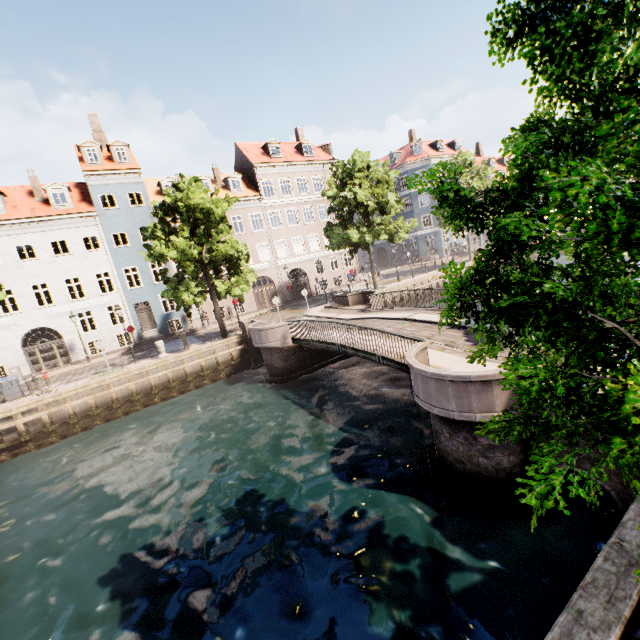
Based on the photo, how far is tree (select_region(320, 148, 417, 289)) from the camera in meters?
24.2

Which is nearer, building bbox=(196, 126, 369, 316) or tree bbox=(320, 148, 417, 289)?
tree bbox=(320, 148, 417, 289)

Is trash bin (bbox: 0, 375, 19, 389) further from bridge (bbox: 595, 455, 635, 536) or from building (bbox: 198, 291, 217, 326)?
building (bbox: 198, 291, 217, 326)

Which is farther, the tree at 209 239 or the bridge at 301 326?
the tree at 209 239

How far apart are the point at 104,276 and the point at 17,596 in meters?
28.8 m

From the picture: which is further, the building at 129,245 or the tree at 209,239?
the building at 129,245

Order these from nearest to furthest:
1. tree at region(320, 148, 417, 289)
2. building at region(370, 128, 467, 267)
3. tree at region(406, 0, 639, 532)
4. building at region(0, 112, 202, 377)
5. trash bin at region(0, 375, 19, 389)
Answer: tree at region(406, 0, 639, 532) → trash bin at region(0, 375, 19, 389) → building at region(0, 112, 202, 377) → tree at region(320, 148, 417, 289) → building at region(370, 128, 467, 267)

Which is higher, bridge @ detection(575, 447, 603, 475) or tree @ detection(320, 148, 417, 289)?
tree @ detection(320, 148, 417, 289)
